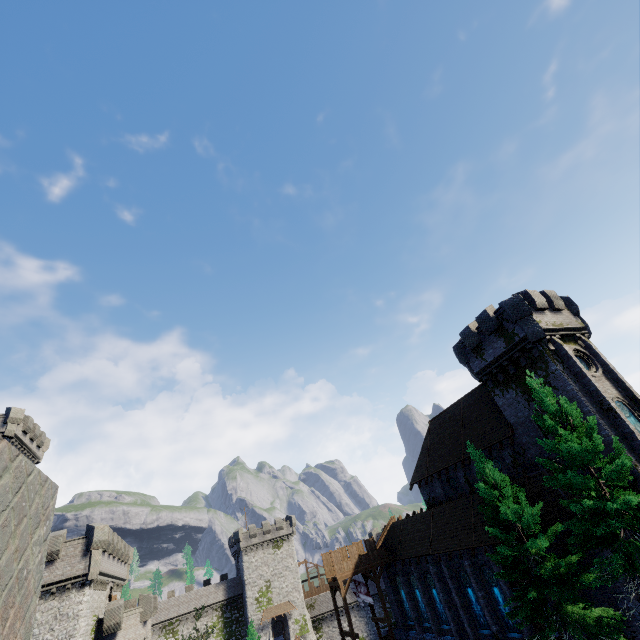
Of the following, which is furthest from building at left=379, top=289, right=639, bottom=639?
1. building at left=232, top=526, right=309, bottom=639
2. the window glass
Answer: building at left=232, top=526, right=309, bottom=639

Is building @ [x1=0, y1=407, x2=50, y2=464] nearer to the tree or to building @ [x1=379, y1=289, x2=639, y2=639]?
building @ [x1=379, y1=289, x2=639, y2=639]

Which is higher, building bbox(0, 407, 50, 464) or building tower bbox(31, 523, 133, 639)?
building bbox(0, 407, 50, 464)

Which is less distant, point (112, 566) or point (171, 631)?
point (112, 566)

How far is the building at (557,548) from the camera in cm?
1864

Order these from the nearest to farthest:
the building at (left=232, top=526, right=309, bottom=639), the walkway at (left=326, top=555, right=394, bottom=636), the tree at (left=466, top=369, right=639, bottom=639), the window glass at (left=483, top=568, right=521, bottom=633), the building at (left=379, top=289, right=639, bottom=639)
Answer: the tree at (left=466, top=369, right=639, bottom=639) < the building at (left=379, top=289, right=639, bottom=639) < the window glass at (left=483, top=568, right=521, bottom=633) < the walkway at (left=326, top=555, right=394, bottom=636) < the building at (left=232, top=526, right=309, bottom=639)

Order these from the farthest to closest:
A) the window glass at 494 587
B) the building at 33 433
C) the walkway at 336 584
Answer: the building at 33 433 → the walkway at 336 584 → the window glass at 494 587

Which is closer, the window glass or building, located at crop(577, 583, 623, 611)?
building, located at crop(577, 583, 623, 611)
